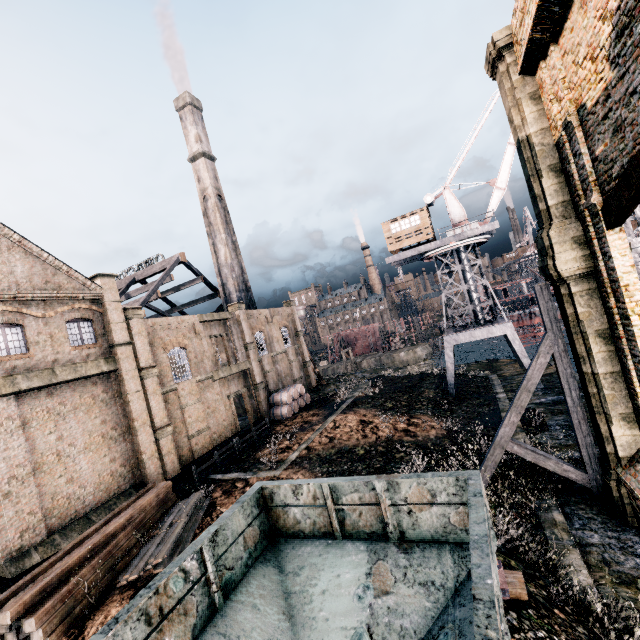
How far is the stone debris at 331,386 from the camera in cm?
4112

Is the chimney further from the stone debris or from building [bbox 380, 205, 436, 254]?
building [bbox 380, 205, 436, 254]

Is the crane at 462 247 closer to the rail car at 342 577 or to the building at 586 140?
the building at 586 140

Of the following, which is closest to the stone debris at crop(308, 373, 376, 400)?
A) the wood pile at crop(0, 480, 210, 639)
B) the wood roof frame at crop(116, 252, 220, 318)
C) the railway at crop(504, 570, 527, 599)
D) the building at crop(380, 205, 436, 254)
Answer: the wood roof frame at crop(116, 252, 220, 318)

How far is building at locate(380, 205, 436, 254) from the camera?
31.5m

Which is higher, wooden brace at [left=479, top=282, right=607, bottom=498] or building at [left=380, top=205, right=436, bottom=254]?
building at [left=380, top=205, right=436, bottom=254]

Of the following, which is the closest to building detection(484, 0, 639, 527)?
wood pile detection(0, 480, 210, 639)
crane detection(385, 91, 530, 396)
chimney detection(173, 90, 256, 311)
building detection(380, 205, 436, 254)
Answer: wood pile detection(0, 480, 210, 639)

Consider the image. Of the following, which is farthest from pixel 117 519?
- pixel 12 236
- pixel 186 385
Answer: pixel 12 236
